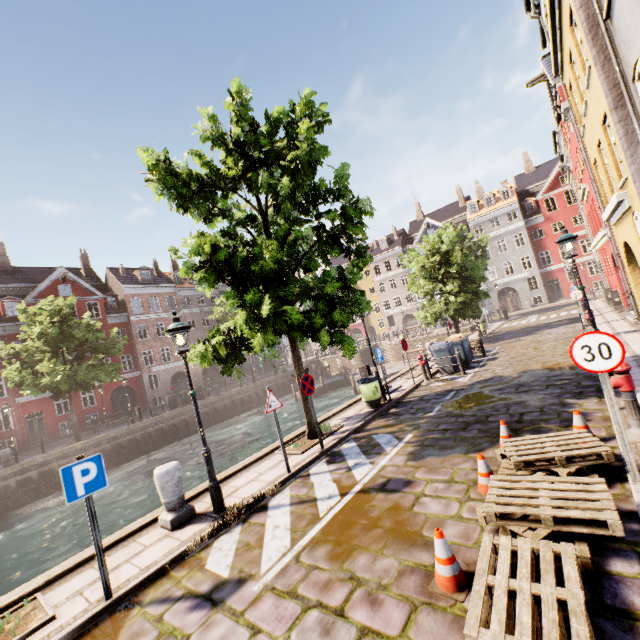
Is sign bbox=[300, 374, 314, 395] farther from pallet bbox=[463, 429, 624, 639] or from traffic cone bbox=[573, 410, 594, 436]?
traffic cone bbox=[573, 410, 594, 436]

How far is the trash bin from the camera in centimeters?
1089cm

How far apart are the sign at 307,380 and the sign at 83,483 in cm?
434

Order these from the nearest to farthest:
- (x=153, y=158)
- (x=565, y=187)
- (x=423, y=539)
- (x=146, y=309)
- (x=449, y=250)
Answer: (x=423, y=539) → (x=153, y=158) → (x=449, y=250) → (x=146, y=309) → (x=565, y=187)

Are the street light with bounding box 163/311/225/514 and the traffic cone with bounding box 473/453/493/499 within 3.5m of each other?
no

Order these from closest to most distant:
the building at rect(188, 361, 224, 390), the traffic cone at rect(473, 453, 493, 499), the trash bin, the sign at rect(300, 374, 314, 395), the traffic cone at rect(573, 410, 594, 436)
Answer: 1. the traffic cone at rect(473, 453, 493, 499)
2. the traffic cone at rect(573, 410, 594, 436)
3. the sign at rect(300, 374, 314, 395)
4. the trash bin
5. the building at rect(188, 361, 224, 390)

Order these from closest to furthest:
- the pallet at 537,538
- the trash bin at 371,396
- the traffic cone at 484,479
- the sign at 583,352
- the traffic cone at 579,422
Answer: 1. the pallet at 537,538
2. the sign at 583,352
3. the traffic cone at 484,479
4. the traffic cone at 579,422
5. the trash bin at 371,396

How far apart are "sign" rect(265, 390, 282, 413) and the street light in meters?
1.3
